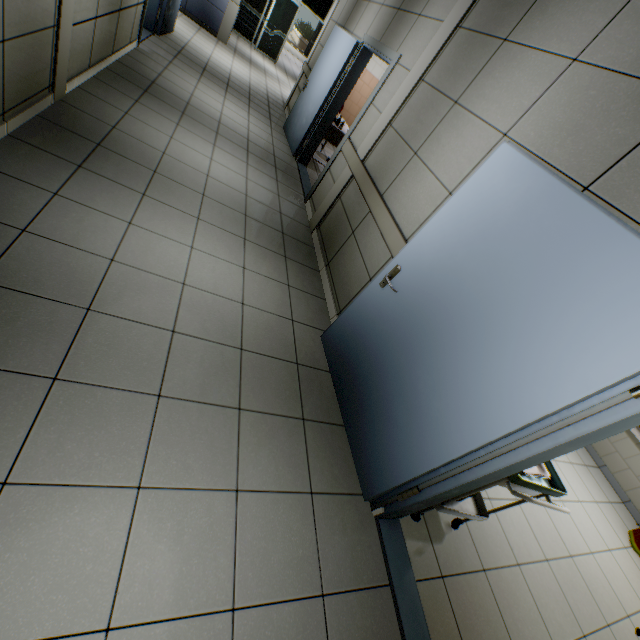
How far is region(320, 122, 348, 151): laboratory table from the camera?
6.12m

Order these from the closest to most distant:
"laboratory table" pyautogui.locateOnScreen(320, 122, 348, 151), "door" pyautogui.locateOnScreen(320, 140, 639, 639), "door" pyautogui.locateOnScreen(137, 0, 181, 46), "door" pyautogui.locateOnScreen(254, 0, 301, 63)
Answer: "door" pyautogui.locateOnScreen(320, 140, 639, 639)
"door" pyautogui.locateOnScreen(137, 0, 181, 46)
"laboratory table" pyautogui.locateOnScreen(320, 122, 348, 151)
"door" pyautogui.locateOnScreen(254, 0, 301, 63)

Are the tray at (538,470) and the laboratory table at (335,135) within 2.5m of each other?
no

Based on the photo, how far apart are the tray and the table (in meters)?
0.02

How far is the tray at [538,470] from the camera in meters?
2.0

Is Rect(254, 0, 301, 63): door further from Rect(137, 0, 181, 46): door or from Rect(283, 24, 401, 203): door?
Rect(283, 24, 401, 203): door

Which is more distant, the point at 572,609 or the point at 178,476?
the point at 572,609

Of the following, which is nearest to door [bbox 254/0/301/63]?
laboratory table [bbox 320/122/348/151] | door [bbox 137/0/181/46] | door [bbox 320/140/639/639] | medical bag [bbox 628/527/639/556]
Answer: door [bbox 137/0/181/46]
